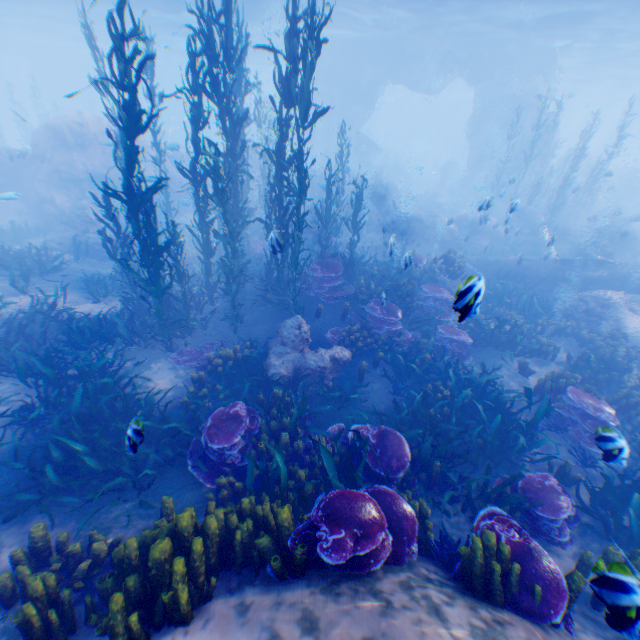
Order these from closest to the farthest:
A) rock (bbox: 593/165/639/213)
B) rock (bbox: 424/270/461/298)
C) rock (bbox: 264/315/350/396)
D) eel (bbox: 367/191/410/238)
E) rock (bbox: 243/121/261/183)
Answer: rock (bbox: 424/270/461/298) → rock (bbox: 264/315/350/396) → eel (bbox: 367/191/410/238) → rock (bbox: 243/121/261/183) → rock (bbox: 593/165/639/213)

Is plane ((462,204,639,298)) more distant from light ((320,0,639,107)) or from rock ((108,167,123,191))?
light ((320,0,639,107))

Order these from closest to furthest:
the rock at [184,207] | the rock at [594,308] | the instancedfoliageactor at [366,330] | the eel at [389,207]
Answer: the instancedfoliageactor at [366,330], the rock at [594,308], the rock at [184,207], the eel at [389,207]

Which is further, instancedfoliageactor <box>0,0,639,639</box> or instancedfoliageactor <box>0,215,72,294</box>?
instancedfoliageactor <box>0,215,72,294</box>

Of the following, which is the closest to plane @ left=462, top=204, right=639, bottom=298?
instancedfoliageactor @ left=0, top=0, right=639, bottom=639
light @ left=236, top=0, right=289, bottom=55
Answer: instancedfoliageactor @ left=0, top=0, right=639, bottom=639

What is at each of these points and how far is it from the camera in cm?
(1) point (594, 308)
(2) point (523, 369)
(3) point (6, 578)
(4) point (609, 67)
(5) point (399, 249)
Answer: (1) rock, 1159
(2) instancedfoliageactor, 933
(3) instancedfoliageactor, 385
(4) light, 3241
(5) rock, 1767

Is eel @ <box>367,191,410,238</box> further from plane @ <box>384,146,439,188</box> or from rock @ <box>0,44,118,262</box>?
plane @ <box>384,146,439,188</box>

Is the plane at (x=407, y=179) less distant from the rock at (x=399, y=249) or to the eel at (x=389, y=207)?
the rock at (x=399, y=249)
